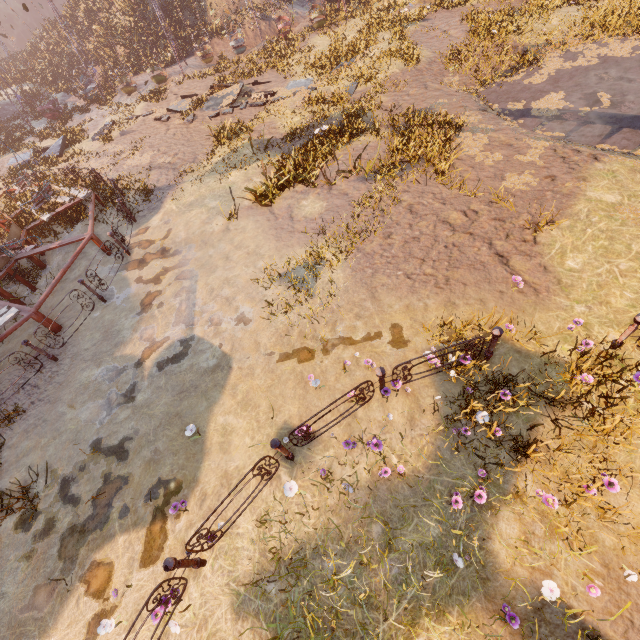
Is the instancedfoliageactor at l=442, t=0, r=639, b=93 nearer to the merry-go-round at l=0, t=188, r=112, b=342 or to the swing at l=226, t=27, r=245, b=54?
the swing at l=226, t=27, r=245, b=54

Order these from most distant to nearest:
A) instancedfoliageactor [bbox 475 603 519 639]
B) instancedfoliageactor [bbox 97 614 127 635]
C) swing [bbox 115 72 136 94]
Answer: swing [bbox 115 72 136 94], instancedfoliageactor [bbox 97 614 127 635], instancedfoliageactor [bbox 475 603 519 639]

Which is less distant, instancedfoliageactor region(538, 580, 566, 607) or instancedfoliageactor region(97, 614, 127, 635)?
instancedfoliageactor region(538, 580, 566, 607)

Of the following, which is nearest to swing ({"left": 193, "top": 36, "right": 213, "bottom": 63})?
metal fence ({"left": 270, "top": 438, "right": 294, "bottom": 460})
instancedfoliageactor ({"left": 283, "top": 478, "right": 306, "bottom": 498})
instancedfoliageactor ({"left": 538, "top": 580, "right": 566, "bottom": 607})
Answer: metal fence ({"left": 270, "top": 438, "right": 294, "bottom": 460})

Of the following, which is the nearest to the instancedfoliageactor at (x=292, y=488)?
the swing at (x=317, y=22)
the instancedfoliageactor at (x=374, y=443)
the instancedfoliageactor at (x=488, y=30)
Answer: the instancedfoliageactor at (x=374, y=443)

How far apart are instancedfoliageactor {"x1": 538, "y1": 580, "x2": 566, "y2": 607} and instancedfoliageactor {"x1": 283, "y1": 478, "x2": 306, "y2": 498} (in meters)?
3.36

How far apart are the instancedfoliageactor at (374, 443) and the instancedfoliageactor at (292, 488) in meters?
1.3

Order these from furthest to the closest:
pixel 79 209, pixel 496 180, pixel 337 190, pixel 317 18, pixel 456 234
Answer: pixel 317 18 → pixel 79 209 → pixel 337 190 → pixel 496 180 → pixel 456 234
